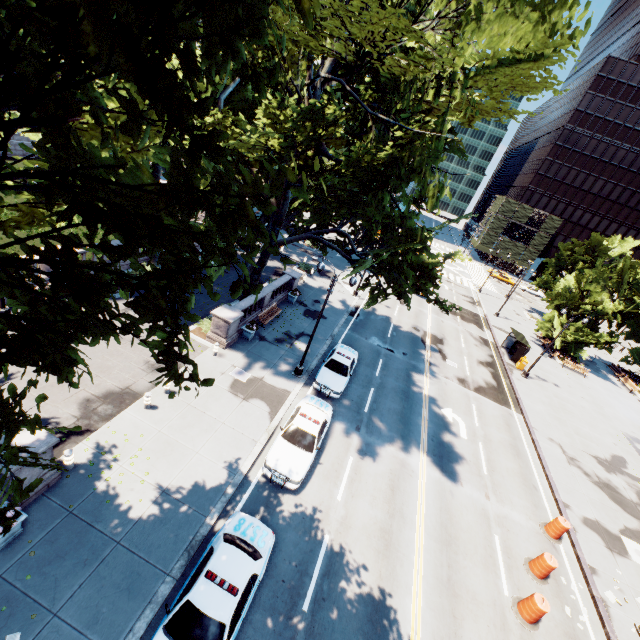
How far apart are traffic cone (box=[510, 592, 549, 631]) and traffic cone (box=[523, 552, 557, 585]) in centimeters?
115cm

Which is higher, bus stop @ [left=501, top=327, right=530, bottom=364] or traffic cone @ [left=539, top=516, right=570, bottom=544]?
bus stop @ [left=501, top=327, right=530, bottom=364]

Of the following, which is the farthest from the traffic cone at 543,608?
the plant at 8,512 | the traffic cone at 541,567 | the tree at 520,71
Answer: the plant at 8,512

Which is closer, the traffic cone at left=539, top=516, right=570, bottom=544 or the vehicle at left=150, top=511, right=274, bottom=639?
the vehicle at left=150, top=511, right=274, bottom=639

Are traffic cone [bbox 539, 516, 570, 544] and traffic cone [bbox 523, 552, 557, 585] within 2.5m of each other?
yes

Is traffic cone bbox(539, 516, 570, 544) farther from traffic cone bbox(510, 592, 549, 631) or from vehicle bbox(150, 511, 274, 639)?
vehicle bbox(150, 511, 274, 639)

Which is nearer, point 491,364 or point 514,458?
point 514,458

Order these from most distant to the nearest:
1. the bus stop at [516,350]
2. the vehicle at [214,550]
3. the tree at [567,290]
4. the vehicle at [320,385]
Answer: the tree at [567,290], the bus stop at [516,350], the vehicle at [320,385], the vehicle at [214,550]
